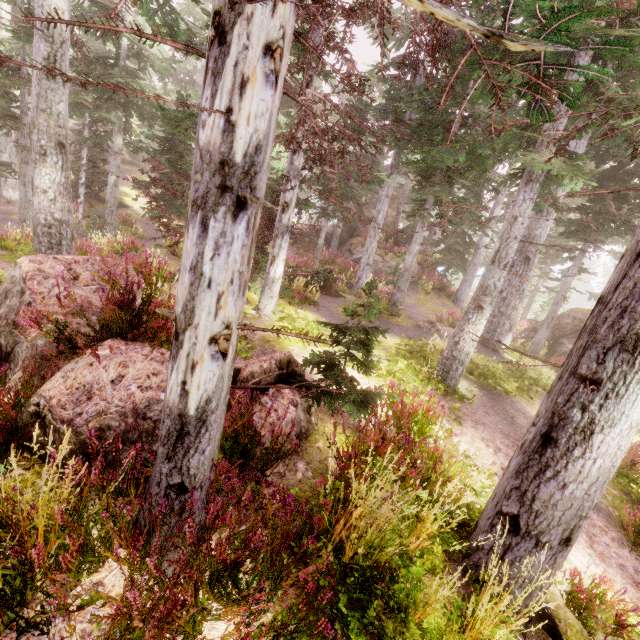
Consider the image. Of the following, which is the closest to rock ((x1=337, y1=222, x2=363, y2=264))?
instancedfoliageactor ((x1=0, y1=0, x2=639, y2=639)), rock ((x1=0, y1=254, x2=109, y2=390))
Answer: instancedfoliageactor ((x1=0, y1=0, x2=639, y2=639))

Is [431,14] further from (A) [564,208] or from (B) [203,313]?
(A) [564,208]

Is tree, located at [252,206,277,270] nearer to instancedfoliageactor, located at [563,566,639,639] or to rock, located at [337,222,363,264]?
instancedfoliageactor, located at [563,566,639,639]

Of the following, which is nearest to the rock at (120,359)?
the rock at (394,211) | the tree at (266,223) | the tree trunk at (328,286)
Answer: the tree at (266,223)

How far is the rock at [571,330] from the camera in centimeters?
1866cm

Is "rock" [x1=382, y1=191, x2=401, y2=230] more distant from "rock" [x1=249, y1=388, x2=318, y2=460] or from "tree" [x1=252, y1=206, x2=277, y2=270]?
"rock" [x1=249, y1=388, x2=318, y2=460]

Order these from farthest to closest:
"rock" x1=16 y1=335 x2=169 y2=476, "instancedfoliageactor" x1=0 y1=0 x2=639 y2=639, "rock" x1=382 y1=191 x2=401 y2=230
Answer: "rock" x1=382 y1=191 x2=401 y2=230, "rock" x1=16 y1=335 x2=169 y2=476, "instancedfoliageactor" x1=0 y1=0 x2=639 y2=639

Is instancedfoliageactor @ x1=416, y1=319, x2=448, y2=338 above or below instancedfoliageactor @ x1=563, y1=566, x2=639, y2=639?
above
